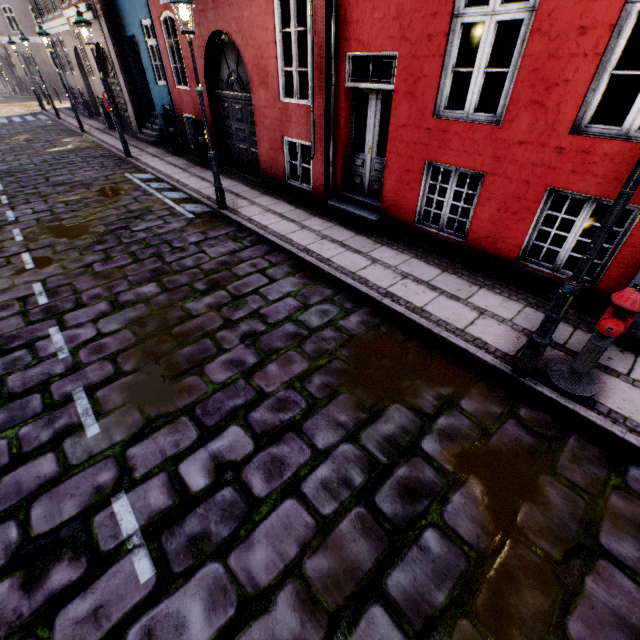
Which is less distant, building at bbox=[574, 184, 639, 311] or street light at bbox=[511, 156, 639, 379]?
street light at bbox=[511, 156, 639, 379]

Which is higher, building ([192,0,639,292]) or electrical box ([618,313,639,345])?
building ([192,0,639,292])

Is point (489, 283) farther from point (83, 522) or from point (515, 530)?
point (83, 522)

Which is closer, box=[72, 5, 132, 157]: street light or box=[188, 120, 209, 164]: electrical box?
box=[72, 5, 132, 157]: street light

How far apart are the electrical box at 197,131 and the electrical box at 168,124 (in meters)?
2.09

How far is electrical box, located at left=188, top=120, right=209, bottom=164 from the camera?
10.27m

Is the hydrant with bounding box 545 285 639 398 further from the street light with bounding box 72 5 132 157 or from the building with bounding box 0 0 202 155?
the building with bounding box 0 0 202 155

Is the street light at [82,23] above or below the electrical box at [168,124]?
above
